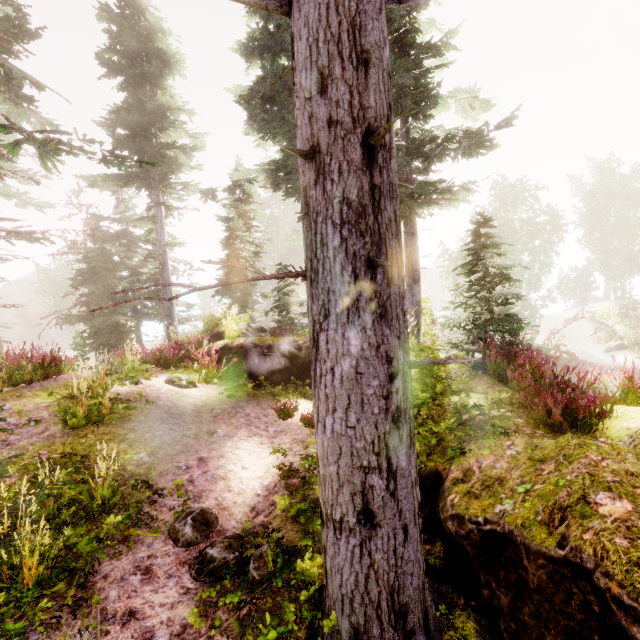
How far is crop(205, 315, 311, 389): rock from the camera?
10.0 meters

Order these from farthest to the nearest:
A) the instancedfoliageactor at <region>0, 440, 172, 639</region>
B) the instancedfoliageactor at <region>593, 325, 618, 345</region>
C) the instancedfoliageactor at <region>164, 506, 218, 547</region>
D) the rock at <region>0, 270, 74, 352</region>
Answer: the rock at <region>0, 270, 74, 352</region>
the instancedfoliageactor at <region>593, 325, 618, 345</region>
the instancedfoliageactor at <region>164, 506, 218, 547</region>
the instancedfoliageactor at <region>0, 440, 172, 639</region>

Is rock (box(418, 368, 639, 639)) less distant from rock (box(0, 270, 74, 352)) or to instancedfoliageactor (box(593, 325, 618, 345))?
instancedfoliageactor (box(593, 325, 618, 345))

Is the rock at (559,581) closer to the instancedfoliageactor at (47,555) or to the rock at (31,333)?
the instancedfoliageactor at (47,555)

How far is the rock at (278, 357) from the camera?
10.02m

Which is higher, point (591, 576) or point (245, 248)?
point (245, 248)

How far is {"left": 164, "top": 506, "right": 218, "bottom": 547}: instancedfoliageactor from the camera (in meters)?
3.88
